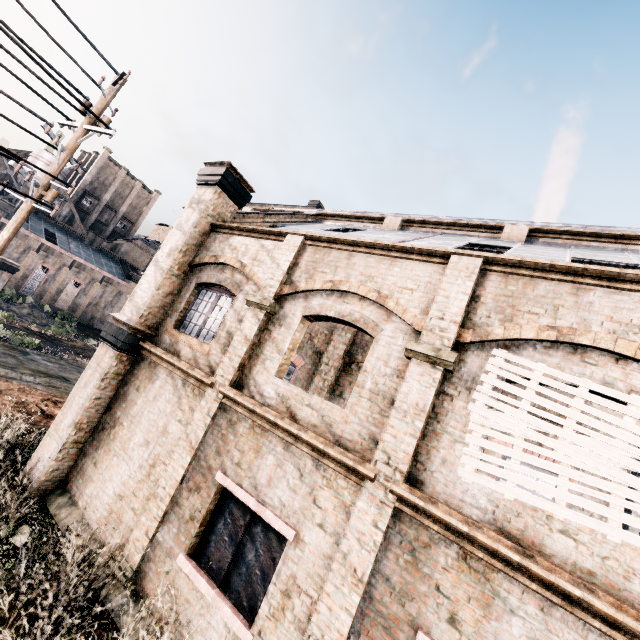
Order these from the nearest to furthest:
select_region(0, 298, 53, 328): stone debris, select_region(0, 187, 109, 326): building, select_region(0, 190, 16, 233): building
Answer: select_region(0, 298, 53, 328): stone debris → select_region(0, 190, 16, 233): building → select_region(0, 187, 109, 326): building

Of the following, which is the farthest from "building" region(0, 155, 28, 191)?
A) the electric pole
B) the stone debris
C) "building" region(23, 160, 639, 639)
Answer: the electric pole

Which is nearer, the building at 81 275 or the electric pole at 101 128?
the electric pole at 101 128

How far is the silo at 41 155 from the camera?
51.7 meters

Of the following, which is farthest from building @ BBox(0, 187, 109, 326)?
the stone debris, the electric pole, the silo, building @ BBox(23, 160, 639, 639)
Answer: the electric pole

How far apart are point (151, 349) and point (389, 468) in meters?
7.5 m

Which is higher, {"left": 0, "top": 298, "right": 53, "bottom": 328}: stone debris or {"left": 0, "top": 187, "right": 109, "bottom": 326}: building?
{"left": 0, "top": 187, "right": 109, "bottom": 326}: building

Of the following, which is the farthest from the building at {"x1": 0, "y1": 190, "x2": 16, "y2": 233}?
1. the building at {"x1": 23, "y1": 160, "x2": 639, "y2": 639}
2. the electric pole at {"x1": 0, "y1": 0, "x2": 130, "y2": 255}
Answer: the electric pole at {"x1": 0, "y1": 0, "x2": 130, "y2": 255}
